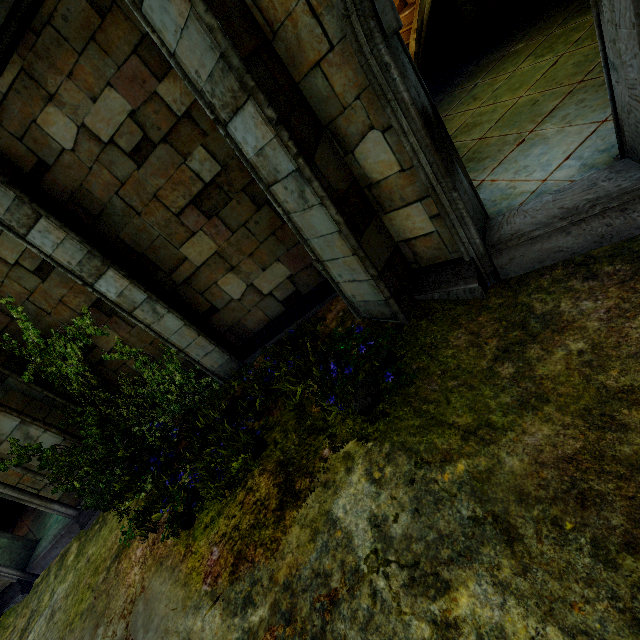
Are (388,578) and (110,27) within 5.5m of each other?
no
